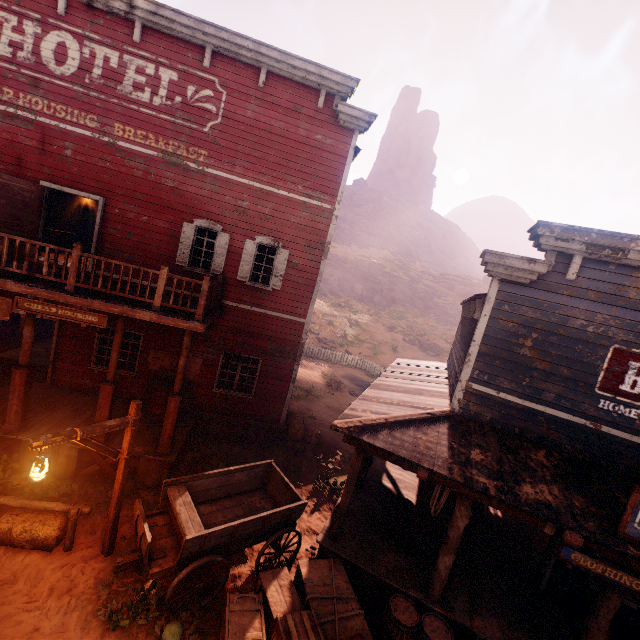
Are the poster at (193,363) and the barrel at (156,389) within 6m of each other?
yes

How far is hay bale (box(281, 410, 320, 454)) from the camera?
12.0 meters

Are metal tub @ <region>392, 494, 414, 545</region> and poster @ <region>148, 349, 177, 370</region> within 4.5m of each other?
no

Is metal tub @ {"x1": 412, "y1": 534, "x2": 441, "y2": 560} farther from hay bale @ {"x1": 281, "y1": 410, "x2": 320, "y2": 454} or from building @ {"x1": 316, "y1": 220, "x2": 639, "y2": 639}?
hay bale @ {"x1": 281, "y1": 410, "x2": 320, "y2": 454}

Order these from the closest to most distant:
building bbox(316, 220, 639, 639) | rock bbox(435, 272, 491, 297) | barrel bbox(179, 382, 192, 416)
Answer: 1. building bbox(316, 220, 639, 639)
2. barrel bbox(179, 382, 192, 416)
3. rock bbox(435, 272, 491, 297)

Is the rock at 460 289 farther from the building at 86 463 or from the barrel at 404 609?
the barrel at 404 609

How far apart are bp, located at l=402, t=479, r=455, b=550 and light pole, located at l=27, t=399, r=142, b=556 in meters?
6.2 m

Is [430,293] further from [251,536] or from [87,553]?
[87,553]
